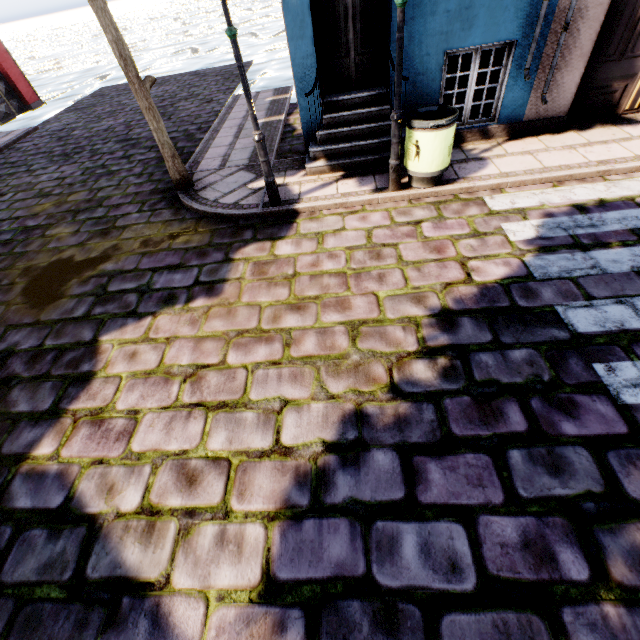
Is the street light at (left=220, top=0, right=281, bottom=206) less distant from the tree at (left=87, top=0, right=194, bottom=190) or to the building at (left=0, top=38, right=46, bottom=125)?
the building at (left=0, top=38, right=46, bottom=125)

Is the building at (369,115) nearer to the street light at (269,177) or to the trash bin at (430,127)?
the trash bin at (430,127)

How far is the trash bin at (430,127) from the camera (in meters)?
4.47

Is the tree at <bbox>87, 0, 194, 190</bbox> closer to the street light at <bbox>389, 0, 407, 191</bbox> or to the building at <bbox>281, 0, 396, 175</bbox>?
the building at <bbox>281, 0, 396, 175</bbox>

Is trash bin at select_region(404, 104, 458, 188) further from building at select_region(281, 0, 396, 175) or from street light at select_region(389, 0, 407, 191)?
building at select_region(281, 0, 396, 175)

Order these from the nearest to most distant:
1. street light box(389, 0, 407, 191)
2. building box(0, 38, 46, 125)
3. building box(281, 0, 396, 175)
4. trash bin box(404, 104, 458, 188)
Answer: street light box(389, 0, 407, 191) < trash bin box(404, 104, 458, 188) < building box(281, 0, 396, 175) < building box(0, 38, 46, 125)

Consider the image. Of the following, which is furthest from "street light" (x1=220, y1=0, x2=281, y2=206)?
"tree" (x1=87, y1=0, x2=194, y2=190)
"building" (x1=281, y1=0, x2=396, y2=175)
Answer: "tree" (x1=87, y1=0, x2=194, y2=190)

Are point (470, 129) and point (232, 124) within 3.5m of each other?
no
